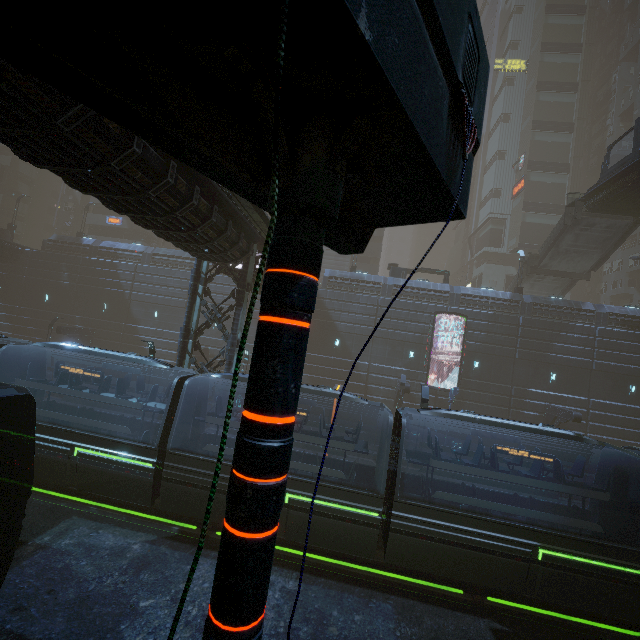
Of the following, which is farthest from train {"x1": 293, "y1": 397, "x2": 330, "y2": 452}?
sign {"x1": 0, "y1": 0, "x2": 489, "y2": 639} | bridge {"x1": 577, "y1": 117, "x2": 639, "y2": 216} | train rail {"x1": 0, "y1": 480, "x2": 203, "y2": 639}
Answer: bridge {"x1": 577, "y1": 117, "x2": 639, "y2": 216}

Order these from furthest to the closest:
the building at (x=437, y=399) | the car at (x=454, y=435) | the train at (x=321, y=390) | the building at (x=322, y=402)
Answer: the building at (x=322, y=402) < the building at (x=437, y=399) < the car at (x=454, y=435) < the train at (x=321, y=390)

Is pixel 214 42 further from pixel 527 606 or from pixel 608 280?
pixel 608 280

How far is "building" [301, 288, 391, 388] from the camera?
28.7 meters

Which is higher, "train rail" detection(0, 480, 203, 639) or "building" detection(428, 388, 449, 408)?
"building" detection(428, 388, 449, 408)

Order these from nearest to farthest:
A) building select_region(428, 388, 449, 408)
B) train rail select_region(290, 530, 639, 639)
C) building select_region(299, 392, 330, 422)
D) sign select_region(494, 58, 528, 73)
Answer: train rail select_region(290, 530, 639, 639) → building select_region(428, 388, 449, 408) → building select_region(299, 392, 330, 422) → sign select_region(494, 58, 528, 73)

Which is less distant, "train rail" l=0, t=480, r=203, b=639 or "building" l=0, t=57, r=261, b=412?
"building" l=0, t=57, r=261, b=412

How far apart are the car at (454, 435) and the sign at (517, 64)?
55.0 meters
